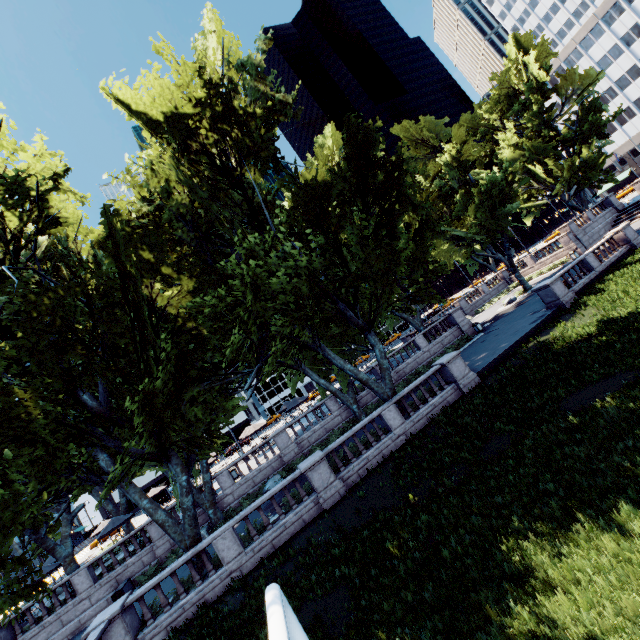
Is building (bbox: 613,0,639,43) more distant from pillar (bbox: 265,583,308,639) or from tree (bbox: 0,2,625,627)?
pillar (bbox: 265,583,308,639)

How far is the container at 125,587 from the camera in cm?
1905

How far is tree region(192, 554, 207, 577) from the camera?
14.73m

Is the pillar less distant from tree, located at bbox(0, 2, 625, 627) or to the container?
tree, located at bbox(0, 2, 625, 627)

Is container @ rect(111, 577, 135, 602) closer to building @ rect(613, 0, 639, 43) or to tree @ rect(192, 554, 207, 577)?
tree @ rect(192, 554, 207, 577)

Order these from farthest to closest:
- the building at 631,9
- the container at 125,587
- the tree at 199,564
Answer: the building at 631,9
the container at 125,587
the tree at 199,564

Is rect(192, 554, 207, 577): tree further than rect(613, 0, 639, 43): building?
No

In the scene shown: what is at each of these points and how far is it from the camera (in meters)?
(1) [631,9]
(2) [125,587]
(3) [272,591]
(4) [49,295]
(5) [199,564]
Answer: (1) building, 58.81
(2) container, 19.70
(3) pillar, 5.33
(4) tree, 13.11
(5) tree, 14.83
